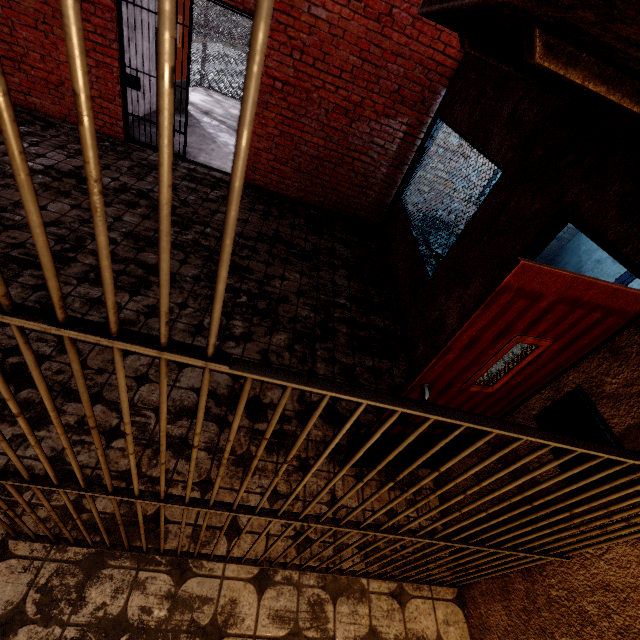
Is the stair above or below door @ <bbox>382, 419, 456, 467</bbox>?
below

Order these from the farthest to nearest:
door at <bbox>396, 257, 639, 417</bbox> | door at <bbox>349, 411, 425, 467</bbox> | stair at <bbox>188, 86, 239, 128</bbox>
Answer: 1. stair at <bbox>188, 86, 239, 128</bbox>
2. door at <bbox>349, 411, 425, 467</bbox>
3. door at <bbox>396, 257, 639, 417</bbox>

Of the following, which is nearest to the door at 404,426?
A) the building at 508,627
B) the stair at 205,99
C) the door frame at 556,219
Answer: the door frame at 556,219

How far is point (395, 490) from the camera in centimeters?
279cm

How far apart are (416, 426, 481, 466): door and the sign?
0.2 meters

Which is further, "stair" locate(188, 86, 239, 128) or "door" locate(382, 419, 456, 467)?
"stair" locate(188, 86, 239, 128)

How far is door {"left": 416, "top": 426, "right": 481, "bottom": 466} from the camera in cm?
258

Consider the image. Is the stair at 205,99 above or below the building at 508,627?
below
